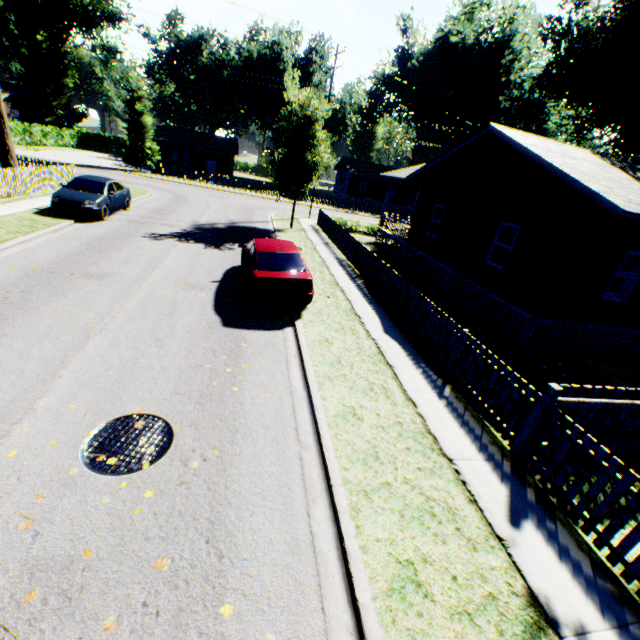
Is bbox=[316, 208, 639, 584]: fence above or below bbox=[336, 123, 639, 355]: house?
below

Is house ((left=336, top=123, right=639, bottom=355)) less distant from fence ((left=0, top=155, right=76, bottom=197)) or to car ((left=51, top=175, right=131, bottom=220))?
fence ((left=0, top=155, right=76, bottom=197))

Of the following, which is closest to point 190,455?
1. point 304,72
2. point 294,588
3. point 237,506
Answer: point 237,506

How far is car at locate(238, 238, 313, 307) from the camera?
8.8 meters

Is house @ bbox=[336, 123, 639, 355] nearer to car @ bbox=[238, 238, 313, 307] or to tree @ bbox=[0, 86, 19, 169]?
car @ bbox=[238, 238, 313, 307]

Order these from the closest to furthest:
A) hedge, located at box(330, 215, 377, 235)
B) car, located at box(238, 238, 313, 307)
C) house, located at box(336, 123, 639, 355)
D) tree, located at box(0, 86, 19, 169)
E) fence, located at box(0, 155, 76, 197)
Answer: car, located at box(238, 238, 313, 307), house, located at box(336, 123, 639, 355), fence, located at box(0, 155, 76, 197), tree, located at box(0, 86, 19, 169), hedge, located at box(330, 215, 377, 235)

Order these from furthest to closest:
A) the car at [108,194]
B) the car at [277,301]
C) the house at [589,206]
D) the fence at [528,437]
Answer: the car at [108,194], the house at [589,206], the car at [277,301], the fence at [528,437]

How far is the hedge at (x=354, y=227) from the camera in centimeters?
2498cm
